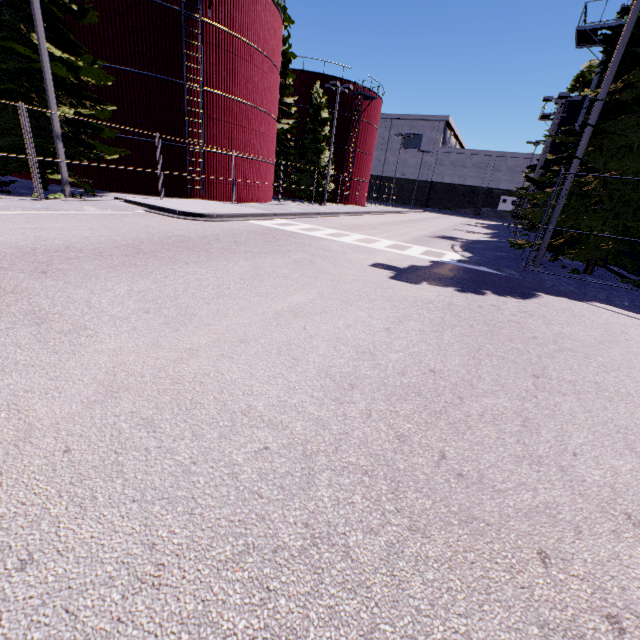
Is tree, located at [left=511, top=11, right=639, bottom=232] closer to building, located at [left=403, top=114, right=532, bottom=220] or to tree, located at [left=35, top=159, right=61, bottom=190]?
tree, located at [left=35, top=159, right=61, bottom=190]

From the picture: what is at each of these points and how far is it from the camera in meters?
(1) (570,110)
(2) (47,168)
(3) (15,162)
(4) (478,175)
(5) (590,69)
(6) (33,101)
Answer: (1) silo, 30.5
(2) tree, 13.3
(3) tree, 12.6
(4) building, 58.0
(5) tree, 35.9
(6) tree, 12.6

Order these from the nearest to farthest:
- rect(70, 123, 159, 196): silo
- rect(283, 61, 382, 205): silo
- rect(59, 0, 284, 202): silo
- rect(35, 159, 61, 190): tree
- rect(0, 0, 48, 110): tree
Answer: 1. rect(0, 0, 48, 110): tree
2. rect(35, 159, 61, 190): tree
3. rect(59, 0, 284, 202): silo
4. rect(70, 123, 159, 196): silo
5. rect(283, 61, 382, 205): silo

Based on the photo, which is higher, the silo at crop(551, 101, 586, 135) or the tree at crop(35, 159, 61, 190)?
the silo at crop(551, 101, 586, 135)

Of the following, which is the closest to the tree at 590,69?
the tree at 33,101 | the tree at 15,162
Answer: the tree at 33,101

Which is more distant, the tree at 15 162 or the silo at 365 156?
the silo at 365 156

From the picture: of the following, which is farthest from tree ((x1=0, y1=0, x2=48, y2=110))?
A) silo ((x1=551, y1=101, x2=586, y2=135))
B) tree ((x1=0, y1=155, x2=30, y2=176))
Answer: silo ((x1=551, y1=101, x2=586, y2=135))

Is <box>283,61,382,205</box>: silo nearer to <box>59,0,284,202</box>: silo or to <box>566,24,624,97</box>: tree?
<box>59,0,284,202</box>: silo
